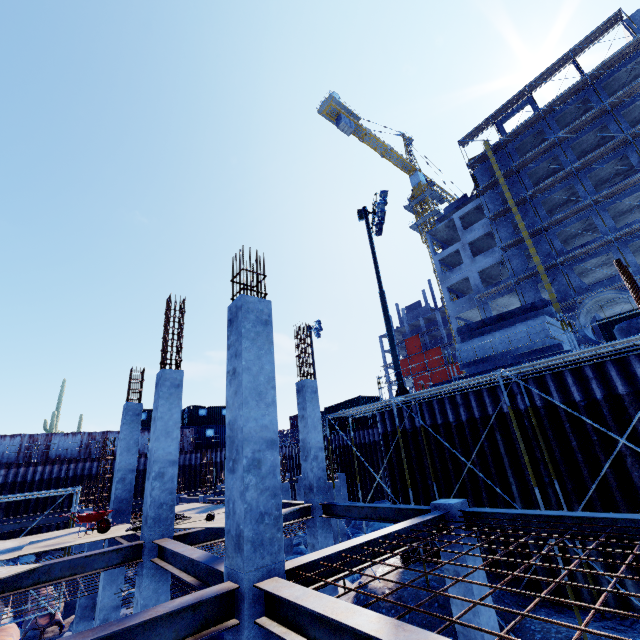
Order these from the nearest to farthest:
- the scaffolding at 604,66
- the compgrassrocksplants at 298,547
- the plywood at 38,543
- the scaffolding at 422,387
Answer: the plywood at 38,543 → the scaffolding at 422,387 → the compgrassrocksplants at 298,547 → the scaffolding at 604,66

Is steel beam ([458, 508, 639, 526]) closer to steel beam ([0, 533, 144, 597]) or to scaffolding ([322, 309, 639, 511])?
scaffolding ([322, 309, 639, 511])

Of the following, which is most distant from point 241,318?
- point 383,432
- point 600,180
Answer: point 600,180

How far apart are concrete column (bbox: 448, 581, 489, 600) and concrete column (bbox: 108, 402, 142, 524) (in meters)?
10.35

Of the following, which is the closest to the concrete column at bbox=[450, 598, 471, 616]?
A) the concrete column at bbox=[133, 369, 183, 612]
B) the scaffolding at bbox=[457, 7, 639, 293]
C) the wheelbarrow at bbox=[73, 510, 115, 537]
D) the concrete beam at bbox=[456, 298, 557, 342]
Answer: the concrete column at bbox=[133, 369, 183, 612]

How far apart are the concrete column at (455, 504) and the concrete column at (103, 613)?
10.35m

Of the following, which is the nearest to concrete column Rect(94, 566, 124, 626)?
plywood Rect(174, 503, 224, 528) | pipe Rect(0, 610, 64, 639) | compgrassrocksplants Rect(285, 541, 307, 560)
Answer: plywood Rect(174, 503, 224, 528)

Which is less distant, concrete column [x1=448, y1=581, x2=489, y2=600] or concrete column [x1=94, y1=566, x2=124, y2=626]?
concrete column [x1=448, y1=581, x2=489, y2=600]
